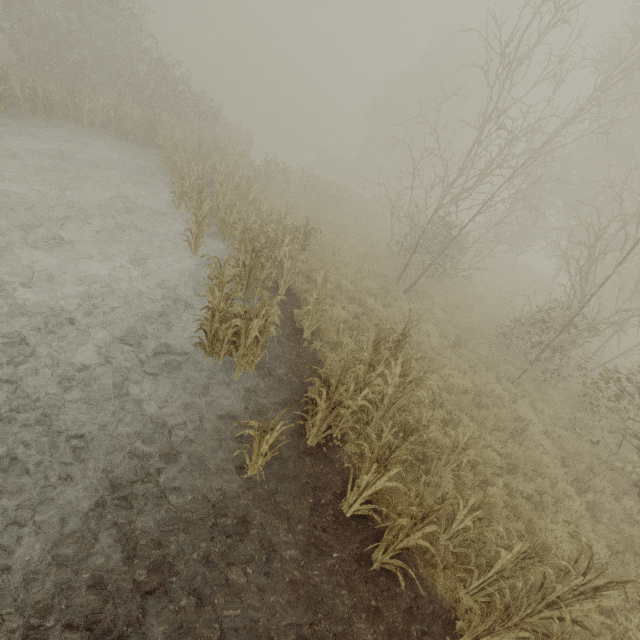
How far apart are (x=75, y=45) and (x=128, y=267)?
26.6m

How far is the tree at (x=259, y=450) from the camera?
4.3m

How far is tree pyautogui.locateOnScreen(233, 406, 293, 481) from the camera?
4.3m

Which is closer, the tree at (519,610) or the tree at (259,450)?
the tree at (519,610)

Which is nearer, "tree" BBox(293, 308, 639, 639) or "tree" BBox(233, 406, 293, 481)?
"tree" BBox(293, 308, 639, 639)
